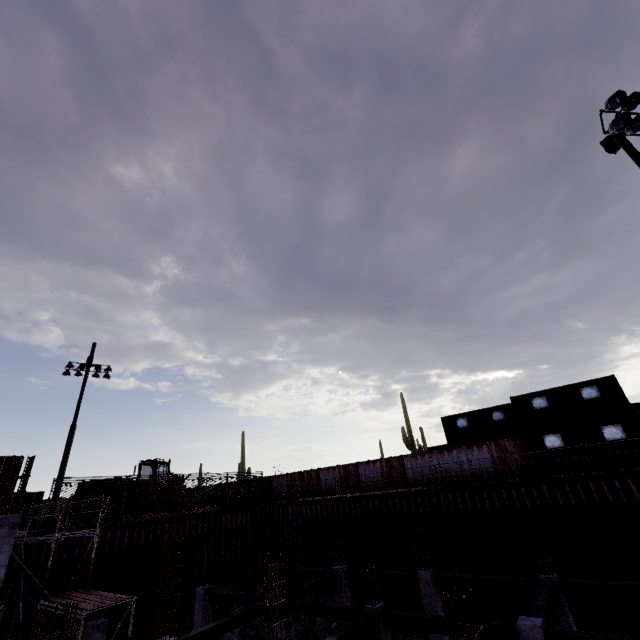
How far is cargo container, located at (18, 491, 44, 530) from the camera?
23.0 meters

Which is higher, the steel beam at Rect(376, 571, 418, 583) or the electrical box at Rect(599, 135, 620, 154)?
the electrical box at Rect(599, 135, 620, 154)

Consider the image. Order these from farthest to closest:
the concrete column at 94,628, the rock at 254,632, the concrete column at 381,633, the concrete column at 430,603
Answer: the rock at 254,632 < the concrete column at 430,603 < the concrete column at 94,628 < the concrete column at 381,633

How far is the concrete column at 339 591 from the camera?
16.73m

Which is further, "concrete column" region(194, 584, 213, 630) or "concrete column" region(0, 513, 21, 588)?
"concrete column" region(194, 584, 213, 630)

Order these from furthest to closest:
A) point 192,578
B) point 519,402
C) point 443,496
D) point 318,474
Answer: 1. point 318,474
2. point 519,402
3. point 192,578
4. point 443,496

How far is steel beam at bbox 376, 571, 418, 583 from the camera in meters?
15.2 m

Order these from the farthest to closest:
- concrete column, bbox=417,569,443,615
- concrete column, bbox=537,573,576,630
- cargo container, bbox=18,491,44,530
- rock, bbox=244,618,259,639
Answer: cargo container, bbox=18,491,44,530 < rock, bbox=244,618,259,639 < concrete column, bbox=417,569,443,615 < concrete column, bbox=537,573,576,630
